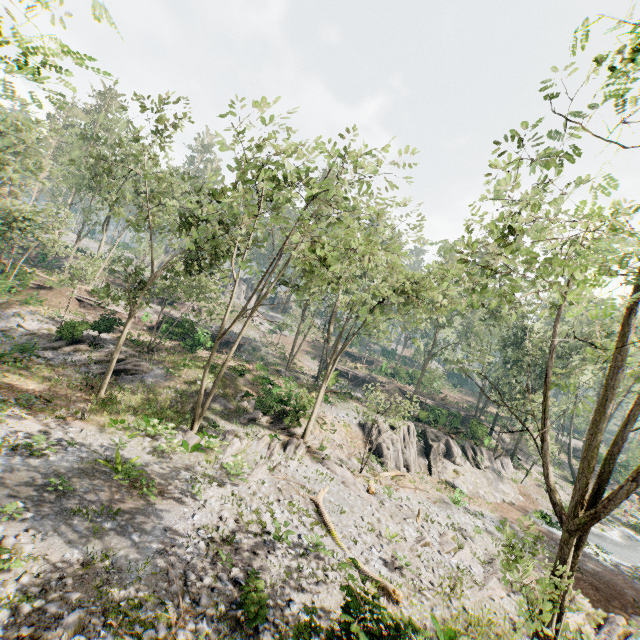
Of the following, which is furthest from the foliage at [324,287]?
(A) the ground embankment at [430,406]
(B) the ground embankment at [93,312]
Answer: Result: (B) the ground embankment at [93,312]

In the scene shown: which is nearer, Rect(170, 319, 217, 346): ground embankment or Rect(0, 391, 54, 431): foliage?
Rect(0, 391, 54, 431): foliage

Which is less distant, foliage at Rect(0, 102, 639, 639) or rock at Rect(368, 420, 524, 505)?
foliage at Rect(0, 102, 639, 639)

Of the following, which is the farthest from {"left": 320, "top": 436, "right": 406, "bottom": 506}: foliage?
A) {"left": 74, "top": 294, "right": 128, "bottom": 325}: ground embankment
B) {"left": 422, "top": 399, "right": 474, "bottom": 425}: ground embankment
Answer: {"left": 74, "top": 294, "right": 128, "bottom": 325}: ground embankment

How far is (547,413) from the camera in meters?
9.1

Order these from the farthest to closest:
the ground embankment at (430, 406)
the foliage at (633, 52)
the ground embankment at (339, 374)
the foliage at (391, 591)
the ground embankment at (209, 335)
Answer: the ground embankment at (339, 374), the ground embankment at (430, 406), the ground embankment at (209, 335), the foliage at (391, 591), the foliage at (633, 52)

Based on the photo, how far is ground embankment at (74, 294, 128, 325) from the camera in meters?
25.9 m

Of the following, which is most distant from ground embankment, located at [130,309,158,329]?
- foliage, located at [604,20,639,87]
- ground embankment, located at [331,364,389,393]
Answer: foliage, located at [604,20,639,87]
